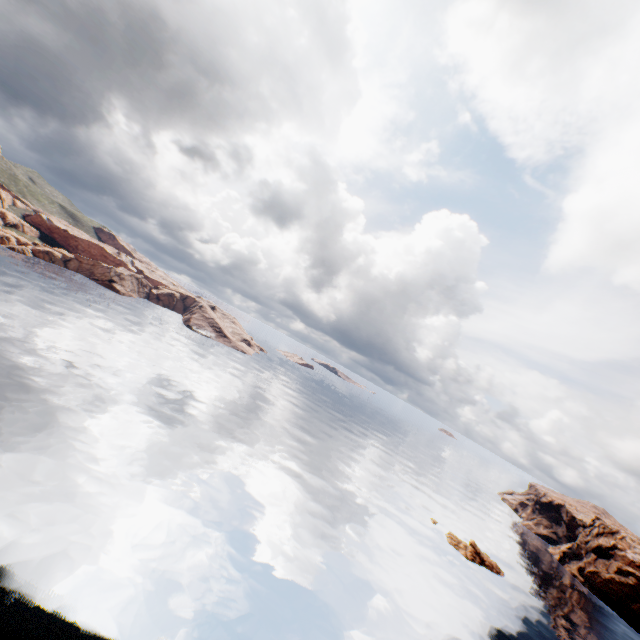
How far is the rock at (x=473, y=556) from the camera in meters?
55.5 m

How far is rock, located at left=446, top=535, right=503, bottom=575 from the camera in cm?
5547

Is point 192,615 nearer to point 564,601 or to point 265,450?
point 265,450
